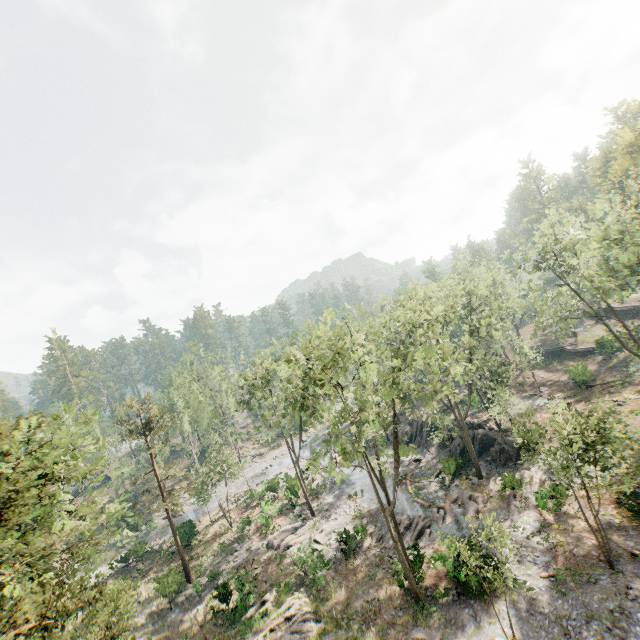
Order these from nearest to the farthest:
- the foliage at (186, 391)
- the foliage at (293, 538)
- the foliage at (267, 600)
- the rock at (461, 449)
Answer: the foliage at (267, 600) → the foliage at (293, 538) → the rock at (461, 449) → the foliage at (186, 391)

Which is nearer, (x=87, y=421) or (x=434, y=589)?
(x=87, y=421)

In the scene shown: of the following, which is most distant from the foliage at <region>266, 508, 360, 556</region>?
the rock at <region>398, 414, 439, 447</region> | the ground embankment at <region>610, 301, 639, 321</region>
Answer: the ground embankment at <region>610, 301, 639, 321</region>

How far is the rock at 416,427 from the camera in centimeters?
4100cm

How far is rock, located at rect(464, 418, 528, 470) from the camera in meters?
30.2 m

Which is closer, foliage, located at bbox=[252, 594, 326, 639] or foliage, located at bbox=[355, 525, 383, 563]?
foliage, located at bbox=[252, 594, 326, 639]

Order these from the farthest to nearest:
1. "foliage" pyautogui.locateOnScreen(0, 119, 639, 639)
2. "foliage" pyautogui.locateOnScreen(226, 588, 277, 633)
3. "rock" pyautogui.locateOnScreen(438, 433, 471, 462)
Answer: A: "rock" pyautogui.locateOnScreen(438, 433, 471, 462) < "foliage" pyautogui.locateOnScreen(226, 588, 277, 633) < "foliage" pyautogui.locateOnScreen(0, 119, 639, 639)
